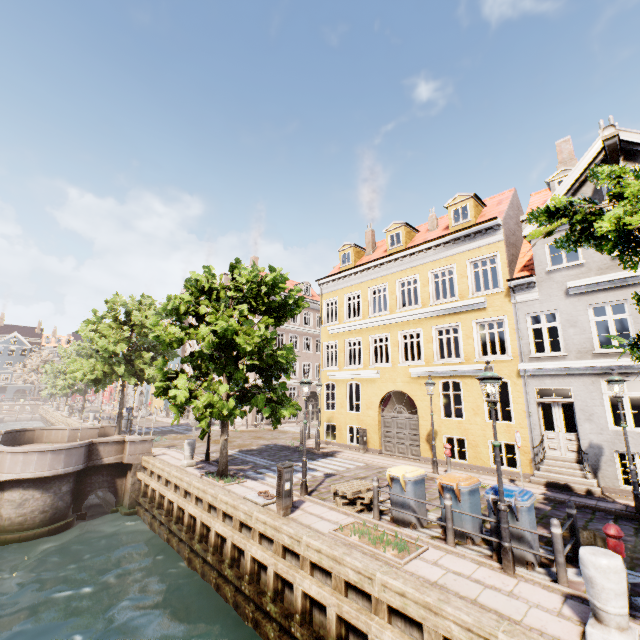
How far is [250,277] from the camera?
13.55m

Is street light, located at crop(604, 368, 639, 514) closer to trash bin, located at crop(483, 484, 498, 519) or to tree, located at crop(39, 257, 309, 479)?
tree, located at crop(39, 257, 309, 479)

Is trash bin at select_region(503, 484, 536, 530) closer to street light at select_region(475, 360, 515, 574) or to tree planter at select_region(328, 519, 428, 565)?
street light at select_region(475, 360, 515, 574)

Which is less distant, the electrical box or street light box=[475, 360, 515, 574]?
street light box=[475, 360, 515, 574]

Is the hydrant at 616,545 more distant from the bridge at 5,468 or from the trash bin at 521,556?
the bridge at 5,468

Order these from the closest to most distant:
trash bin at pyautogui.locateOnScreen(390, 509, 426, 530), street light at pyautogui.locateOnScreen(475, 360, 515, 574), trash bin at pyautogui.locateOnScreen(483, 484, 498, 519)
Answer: street light at pyautogui.locateOnScreen(475, 360, 515, 574)
trash bin at pyautogui.locateOnScreen(483, 484, 498, 519)
trash bin at pyautogui.locateOnScreen(390, 509, 426, 530)

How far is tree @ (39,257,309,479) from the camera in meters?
10.8

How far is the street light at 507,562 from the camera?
6.0m
